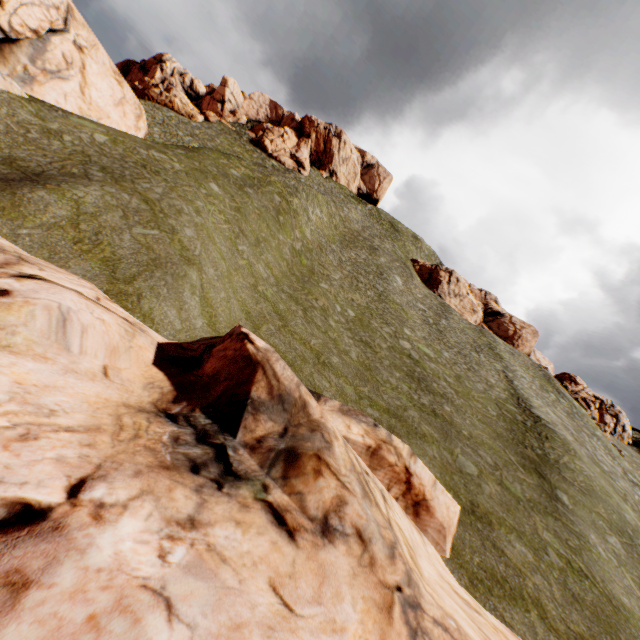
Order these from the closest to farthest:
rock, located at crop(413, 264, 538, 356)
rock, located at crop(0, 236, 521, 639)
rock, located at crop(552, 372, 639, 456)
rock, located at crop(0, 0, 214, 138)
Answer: rock, located at crop(0, 236, 521, 639)
rock, located at crop(0, 0, 214, 138)
rock, located at crop(552, 372, 639, 456)
rock, located at crop(413, 264, 538, 356)

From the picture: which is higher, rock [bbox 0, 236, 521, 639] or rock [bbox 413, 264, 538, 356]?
rock [bbox 413, 264, 538, 356]

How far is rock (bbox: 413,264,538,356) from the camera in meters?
52.5 m

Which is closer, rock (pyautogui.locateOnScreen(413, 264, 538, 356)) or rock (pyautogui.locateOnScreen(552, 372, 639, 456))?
rock (pyautogui.locateOnScreen(552, 372, 639, 456))

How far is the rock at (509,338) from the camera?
52.47m

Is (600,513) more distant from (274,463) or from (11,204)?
(11,204)

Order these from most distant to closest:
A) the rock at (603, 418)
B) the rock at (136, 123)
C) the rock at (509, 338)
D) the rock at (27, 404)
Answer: the rock at (509, 338), the rock at (603, 418), the rock at (136, 123), the rock at (27, 404)

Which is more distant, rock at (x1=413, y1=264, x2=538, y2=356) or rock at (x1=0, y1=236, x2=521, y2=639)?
rock at (x1=413, y1=264, x2=538, y2=356)
